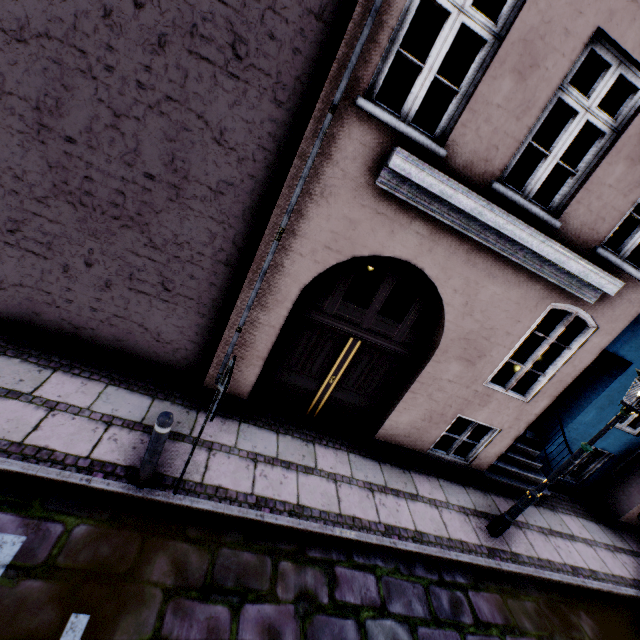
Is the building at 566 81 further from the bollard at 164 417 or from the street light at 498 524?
Answer: the bollard at 164 417

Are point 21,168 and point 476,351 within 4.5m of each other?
no

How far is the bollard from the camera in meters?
3.3 m

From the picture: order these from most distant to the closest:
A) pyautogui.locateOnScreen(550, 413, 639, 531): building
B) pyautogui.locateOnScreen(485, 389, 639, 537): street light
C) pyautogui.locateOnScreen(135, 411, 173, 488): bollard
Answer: pyautogui.locateOnScreen(550, 413, 639, 531): building
pyautogui.locateOnScreen(485, 389, 639, 537): street light
pyautogui.locateOnScreen(135, 411, 173, 488): bollard

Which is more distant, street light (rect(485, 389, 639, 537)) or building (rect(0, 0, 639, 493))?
street light (rect(485, 389, 639, 537))

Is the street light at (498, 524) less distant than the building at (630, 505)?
Yes

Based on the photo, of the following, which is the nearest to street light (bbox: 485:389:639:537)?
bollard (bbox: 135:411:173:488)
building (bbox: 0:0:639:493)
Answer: building (bbox: 0:0:639:493)

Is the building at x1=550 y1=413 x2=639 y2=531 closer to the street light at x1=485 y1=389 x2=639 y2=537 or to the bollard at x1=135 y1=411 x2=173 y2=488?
the street light at x1=485 y1=389 x2=639 y2=537
